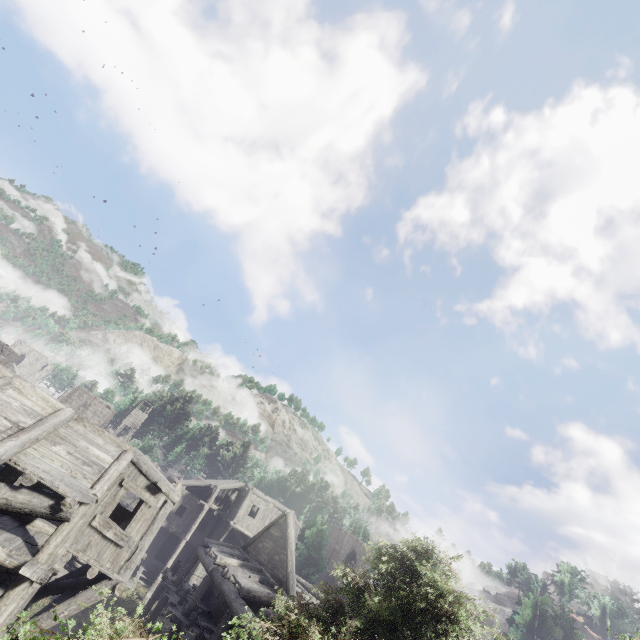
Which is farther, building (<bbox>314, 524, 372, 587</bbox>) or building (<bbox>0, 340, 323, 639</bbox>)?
building (<bbox>314, 524, 372, 587</bbox>)

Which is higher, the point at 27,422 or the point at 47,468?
the point at 27,422

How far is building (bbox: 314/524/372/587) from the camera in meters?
42.1

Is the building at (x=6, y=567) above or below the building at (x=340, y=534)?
below

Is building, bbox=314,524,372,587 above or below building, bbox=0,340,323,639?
above

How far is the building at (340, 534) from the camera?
42.1 meters
